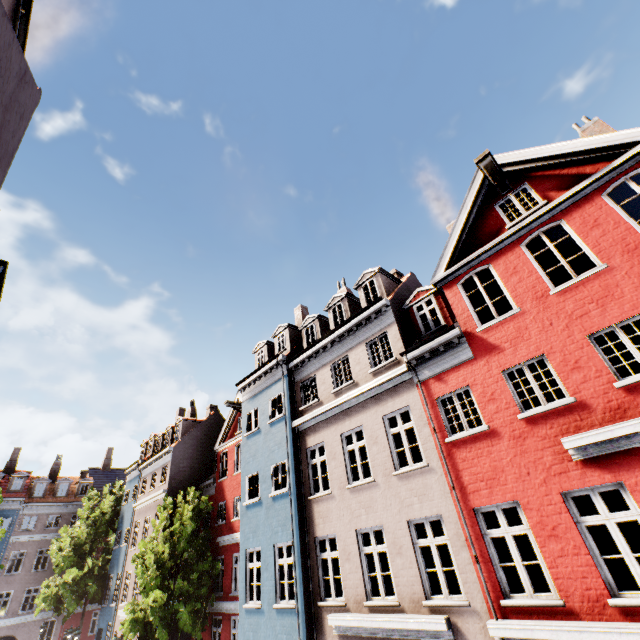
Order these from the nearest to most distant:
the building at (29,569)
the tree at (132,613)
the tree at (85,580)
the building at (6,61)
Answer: the building at (6,61), the building at (29,569), the tree at (132,613), the tree at (85,580)

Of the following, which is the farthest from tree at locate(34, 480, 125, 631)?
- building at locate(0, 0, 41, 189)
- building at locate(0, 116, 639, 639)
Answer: building at locate(0, 0, 41, 189)

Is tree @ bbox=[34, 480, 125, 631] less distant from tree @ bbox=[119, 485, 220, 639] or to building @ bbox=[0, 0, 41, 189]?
building @ bbox=[0, 0, 41, 189]

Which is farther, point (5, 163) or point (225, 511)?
point (225, 511)

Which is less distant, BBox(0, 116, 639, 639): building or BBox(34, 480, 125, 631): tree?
BBox(0, 116, 639, 639): building

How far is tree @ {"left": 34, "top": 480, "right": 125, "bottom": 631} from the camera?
23.6 meters

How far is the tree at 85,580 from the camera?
23.6 meters
